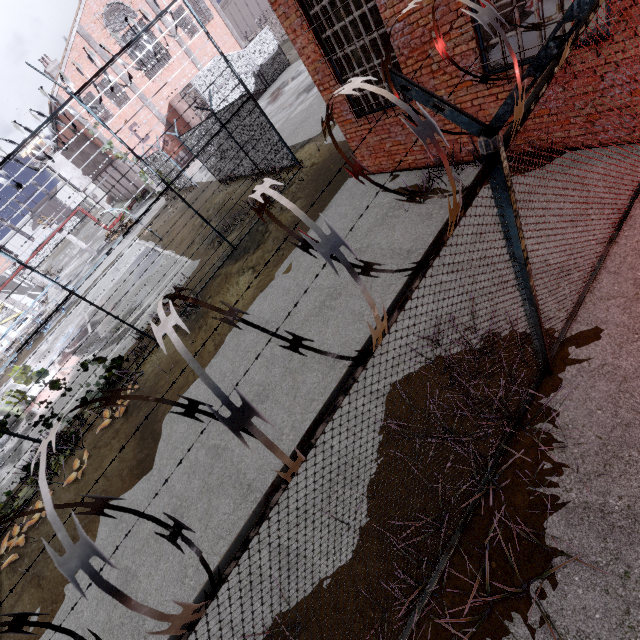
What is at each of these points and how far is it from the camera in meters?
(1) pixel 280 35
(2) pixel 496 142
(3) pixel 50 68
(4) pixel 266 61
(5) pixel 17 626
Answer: (1) fence, 40.6
(2) fence, 1.8
(3) chimney, 26.0
(4) metal cage, 26.8
(5) fence, 1.3

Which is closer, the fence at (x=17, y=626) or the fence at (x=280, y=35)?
the fence at (x=17, y=626)

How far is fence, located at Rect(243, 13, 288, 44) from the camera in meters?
39.3 m

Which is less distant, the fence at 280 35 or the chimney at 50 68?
the chimney at 50 68

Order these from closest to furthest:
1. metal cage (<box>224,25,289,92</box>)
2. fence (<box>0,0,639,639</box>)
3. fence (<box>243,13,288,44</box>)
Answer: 1. fence (<box>0,0,639,639</box>)
2. metal cage (<box>224,25,289,92</box>)
3. fence (<box>243,13,288,44</box>)

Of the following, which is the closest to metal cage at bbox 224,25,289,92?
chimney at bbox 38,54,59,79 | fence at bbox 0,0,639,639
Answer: fence at bbox 0,0,639,639

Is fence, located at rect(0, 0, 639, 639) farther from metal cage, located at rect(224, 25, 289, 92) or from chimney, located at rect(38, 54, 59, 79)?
chimney, located at rect(38, 54, 59, 79)

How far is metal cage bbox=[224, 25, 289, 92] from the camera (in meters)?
25.56
